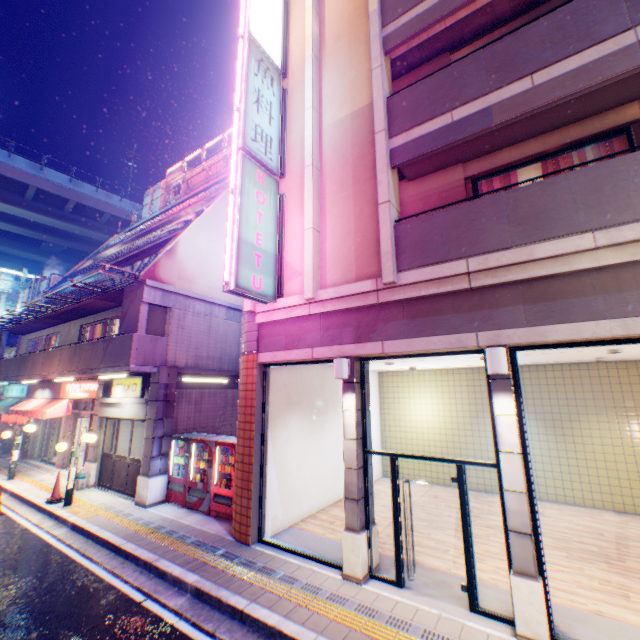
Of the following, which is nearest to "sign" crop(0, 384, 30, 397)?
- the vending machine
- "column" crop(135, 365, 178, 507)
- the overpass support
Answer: the overpass support

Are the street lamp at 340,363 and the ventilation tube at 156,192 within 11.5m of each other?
no

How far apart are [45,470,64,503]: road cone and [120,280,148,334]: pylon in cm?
436

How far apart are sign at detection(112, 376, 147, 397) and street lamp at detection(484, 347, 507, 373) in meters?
11.0

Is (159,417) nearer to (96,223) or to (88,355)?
(88,355)

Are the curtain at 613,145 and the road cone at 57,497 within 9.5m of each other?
no

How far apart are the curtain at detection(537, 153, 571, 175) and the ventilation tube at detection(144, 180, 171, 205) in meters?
26.1

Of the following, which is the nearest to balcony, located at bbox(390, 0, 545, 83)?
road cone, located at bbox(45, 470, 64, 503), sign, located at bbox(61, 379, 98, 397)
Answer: sign, located at bbox(61, 379, 98, 397)
